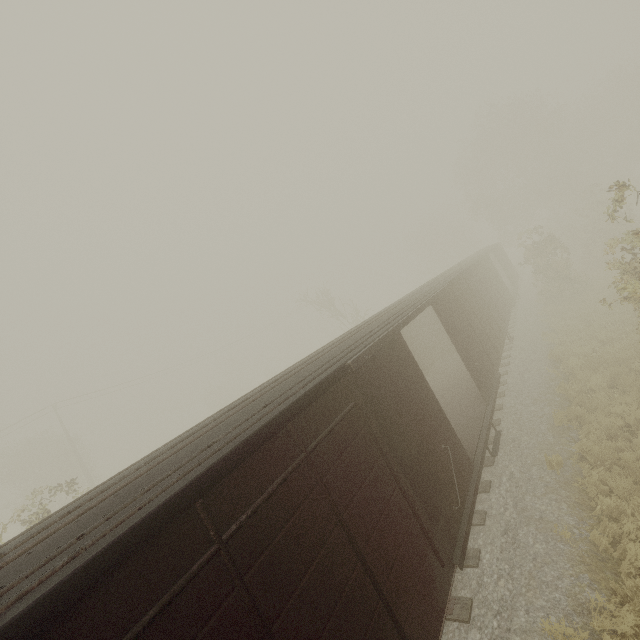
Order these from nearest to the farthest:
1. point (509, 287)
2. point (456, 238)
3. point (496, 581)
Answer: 1. point (496, 581)
2. point (509, 287)
3. point (456, 238)
